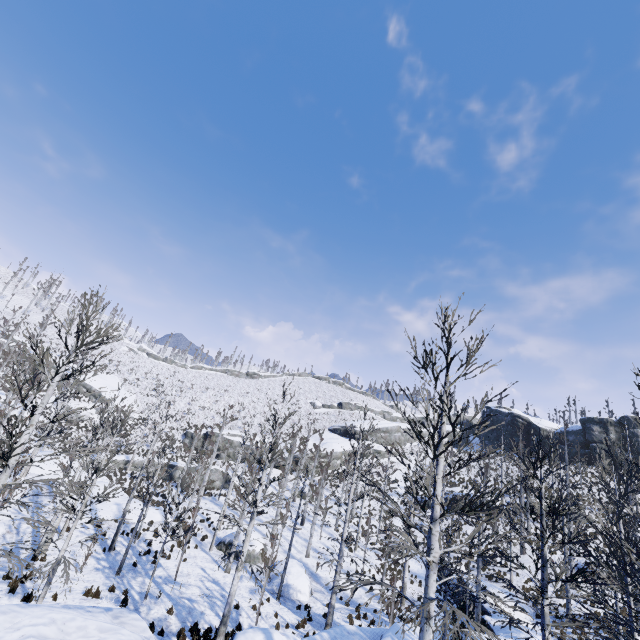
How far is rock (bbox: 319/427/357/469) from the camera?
50.25m

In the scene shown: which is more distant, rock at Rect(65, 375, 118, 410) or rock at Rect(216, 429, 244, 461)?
rock at Rect(65, 375, 118, 410)

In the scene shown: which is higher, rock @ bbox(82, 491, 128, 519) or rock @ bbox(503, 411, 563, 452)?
rock @ bbox(503, 411, 563, 452)

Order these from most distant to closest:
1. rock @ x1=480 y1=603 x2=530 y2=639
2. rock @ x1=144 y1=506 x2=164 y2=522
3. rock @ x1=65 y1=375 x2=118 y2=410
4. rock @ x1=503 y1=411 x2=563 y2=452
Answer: rock @ x1=503 y1=411 x2=563 y2=452, rock @ x1=65 y1=375 x2=118 y2=410, rock @ x1=144 y1=506 x2=164 y2=522, rock @ x1=480 y1=603 x2=530 y2=639

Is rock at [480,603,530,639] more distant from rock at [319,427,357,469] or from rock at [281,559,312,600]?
rock at [319,427,357,469]

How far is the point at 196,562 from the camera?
20.72m

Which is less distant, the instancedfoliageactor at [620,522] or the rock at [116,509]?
the instancedfoliageactor at [620,522]

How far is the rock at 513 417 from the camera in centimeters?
5303cm
